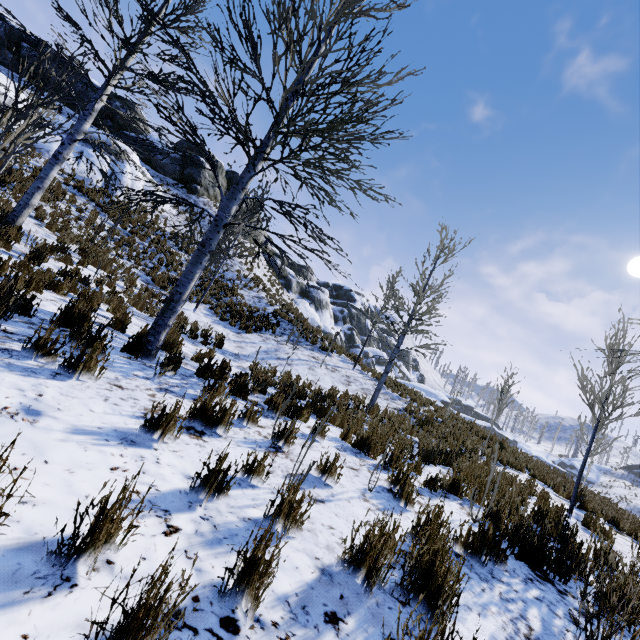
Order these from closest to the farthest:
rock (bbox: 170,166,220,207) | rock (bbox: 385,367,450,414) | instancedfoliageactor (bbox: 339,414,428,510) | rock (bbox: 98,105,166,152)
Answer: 1. instancedfoliageactor (bbox: 339,414,428,510)
2. rock (bbox: 385,367,450,414)
3. rock (bbox: 98,105,166,152)
4. rock (bbox: 170,166,220,207)

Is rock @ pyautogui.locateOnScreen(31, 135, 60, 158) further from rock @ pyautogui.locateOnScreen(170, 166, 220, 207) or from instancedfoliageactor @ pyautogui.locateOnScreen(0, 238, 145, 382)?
instancedfoliageactor @ pyautogui.locateOnScreen(0, 238, 145, 382)

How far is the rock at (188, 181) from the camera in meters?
28.4

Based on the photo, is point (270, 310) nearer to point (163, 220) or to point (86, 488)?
point (163, 220)

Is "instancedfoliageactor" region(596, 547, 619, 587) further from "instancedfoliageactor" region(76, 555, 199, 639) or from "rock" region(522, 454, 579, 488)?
"rock" region(522, 454, 579, 488)

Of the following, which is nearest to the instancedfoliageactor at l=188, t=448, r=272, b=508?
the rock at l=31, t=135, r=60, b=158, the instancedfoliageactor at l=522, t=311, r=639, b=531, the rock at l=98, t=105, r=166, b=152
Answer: the instancedfoliageactor at l=522, t=311, r=639, b=531

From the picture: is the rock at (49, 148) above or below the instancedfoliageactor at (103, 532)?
above

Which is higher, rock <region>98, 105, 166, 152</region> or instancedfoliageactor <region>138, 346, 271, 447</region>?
rock <region>98, 105, 166, 152</region>
